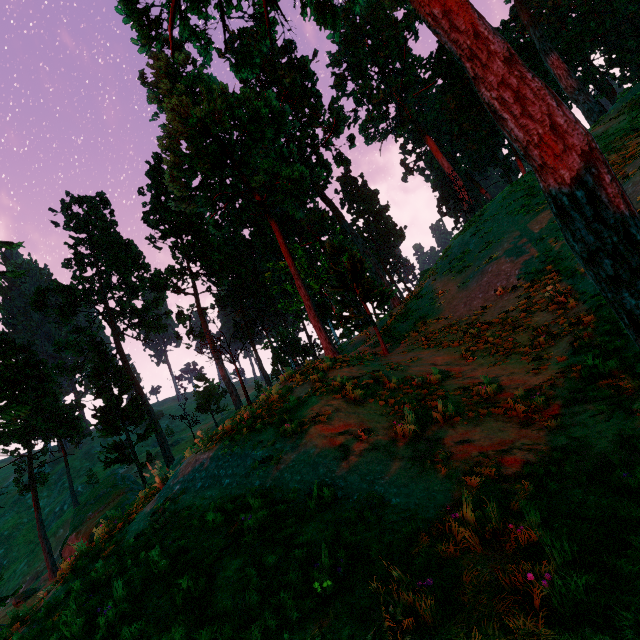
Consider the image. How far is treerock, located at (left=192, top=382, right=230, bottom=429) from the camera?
44.9m

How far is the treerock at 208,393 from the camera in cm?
4487

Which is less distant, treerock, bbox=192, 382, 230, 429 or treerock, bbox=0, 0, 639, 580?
treerock, bbox=0, 0, 639, 580

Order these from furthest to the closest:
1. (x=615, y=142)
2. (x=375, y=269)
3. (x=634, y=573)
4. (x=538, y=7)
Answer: (x=538, y=7) < (x=375, y=269) < (x=615, y=142) < (x=634, y=573)

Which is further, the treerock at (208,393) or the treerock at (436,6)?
the treerock at (208,393)
